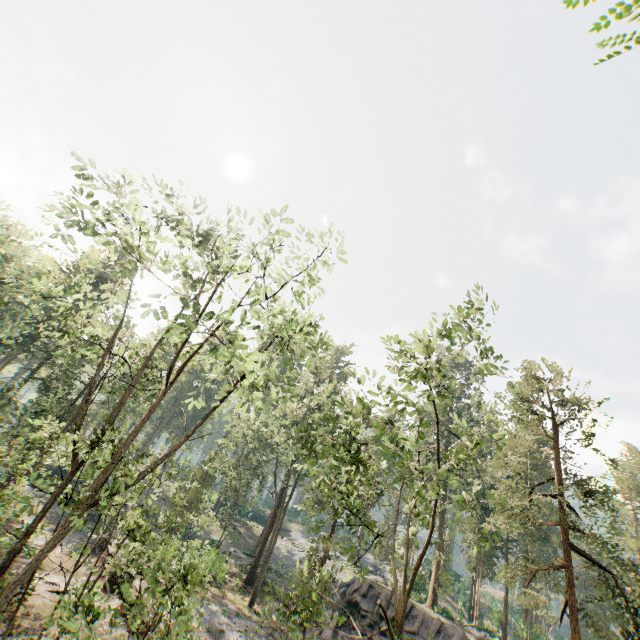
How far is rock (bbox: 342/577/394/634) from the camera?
27.4 meters

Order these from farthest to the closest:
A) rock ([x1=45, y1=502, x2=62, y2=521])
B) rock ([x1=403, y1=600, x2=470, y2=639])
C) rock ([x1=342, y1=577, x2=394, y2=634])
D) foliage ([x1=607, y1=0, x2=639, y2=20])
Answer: rock ([x1=45, y1=502, x2=62, y2=521]) < rock ([x1=342, y1=577, x2=394, y2=634]) < rock ([x1=403, y1=600, x2=470, y2=639]) < foliage ([x1=607, y1=0, x2=639, y2=20])

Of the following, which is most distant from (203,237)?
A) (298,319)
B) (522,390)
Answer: (522,390)

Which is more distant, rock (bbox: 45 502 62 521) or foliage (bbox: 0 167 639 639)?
rock (bbox: 45 502 62 521)

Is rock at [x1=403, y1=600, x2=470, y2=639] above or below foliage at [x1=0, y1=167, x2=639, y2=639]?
below

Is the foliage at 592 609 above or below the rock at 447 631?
above

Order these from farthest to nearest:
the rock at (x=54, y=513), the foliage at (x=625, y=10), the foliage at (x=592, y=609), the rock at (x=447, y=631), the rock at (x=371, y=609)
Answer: the rock at (x=54, y=513), the rock at (x=371, y=609), the rock at (x=447, y=631), the foliage at (x=592, y=609), the foliage at (x=625, y=10)

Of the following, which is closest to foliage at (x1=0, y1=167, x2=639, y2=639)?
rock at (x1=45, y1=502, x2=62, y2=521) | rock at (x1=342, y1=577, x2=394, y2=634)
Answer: rock at (x1=342, y1=577, x2=394, y2=634)
